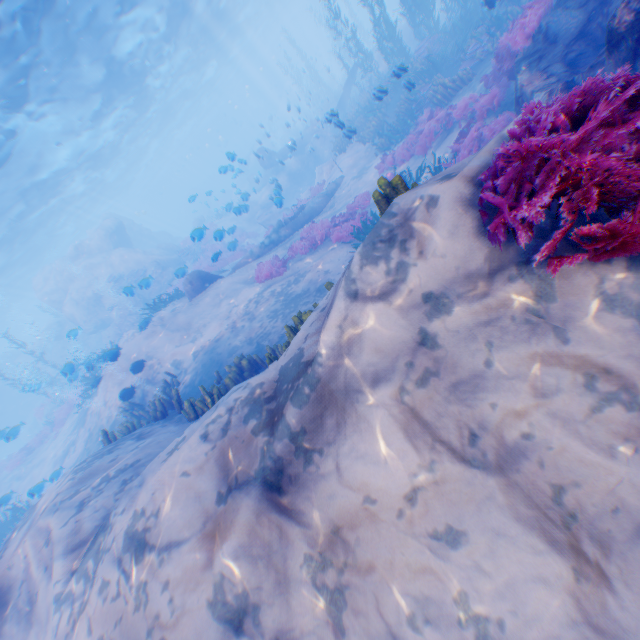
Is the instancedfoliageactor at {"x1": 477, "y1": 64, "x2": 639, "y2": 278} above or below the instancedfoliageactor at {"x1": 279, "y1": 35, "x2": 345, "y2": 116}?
above

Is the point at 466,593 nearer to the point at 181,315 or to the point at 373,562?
the point at 373,562

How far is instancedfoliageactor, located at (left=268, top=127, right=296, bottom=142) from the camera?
43.3m

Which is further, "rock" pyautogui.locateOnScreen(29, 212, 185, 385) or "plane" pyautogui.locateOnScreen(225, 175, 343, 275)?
"rock" pyautogui.locateOnScreen(29, 212, 185, 385)

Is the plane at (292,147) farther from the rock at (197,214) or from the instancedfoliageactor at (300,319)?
the instancedfoliageactor at (300,319)

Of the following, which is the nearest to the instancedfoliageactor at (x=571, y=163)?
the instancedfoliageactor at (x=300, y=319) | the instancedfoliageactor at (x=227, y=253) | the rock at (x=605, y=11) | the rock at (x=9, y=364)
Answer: the rock at (x=605, y=11)

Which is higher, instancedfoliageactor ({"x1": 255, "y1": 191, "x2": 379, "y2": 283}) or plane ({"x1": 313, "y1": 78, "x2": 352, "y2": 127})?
plane ({"x1": 313, "y1": 78, "x2": 352, "y2": 127})

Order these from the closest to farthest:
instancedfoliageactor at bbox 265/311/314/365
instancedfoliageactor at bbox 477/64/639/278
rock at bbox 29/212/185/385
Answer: instancedfoliageactor at bbox 477/64/639/278, instancedfoliageactor at bbox 265/311/314/365, rock at bbox 29/212/185/385
